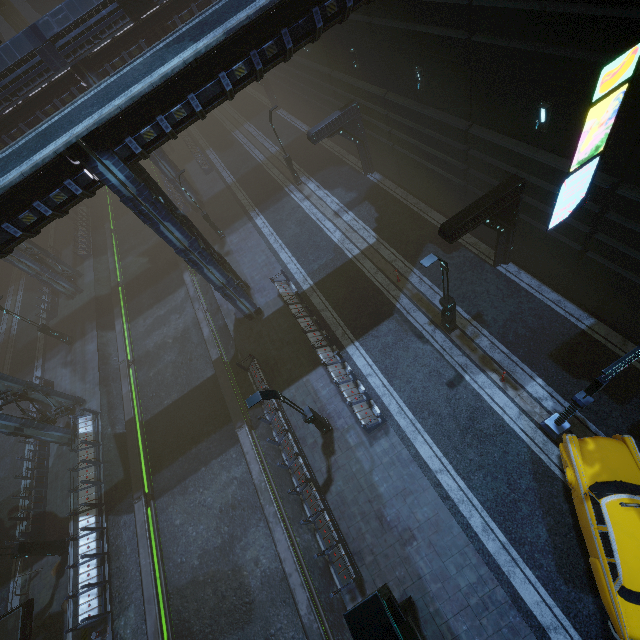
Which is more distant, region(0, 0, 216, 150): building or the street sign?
region(0, 0, 216, 150): building

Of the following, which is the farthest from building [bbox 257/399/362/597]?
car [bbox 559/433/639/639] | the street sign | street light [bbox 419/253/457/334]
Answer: car [bbox 559/433/639/639]

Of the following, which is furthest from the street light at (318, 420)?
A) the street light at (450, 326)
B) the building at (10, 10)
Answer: the street light at (450, 326)

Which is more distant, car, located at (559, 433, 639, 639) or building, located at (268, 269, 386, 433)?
building, located at (268, 269, 386, 433)

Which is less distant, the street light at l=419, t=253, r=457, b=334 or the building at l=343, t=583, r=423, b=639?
the building at l=343, t=583, r=423, b=639

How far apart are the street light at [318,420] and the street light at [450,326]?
6.7m

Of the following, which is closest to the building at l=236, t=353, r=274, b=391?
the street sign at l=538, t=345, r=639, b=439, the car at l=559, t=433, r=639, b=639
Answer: the street sign at l=538, t=345, r=639, b=439

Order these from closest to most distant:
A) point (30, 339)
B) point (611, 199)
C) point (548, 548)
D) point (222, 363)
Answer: point (611, 199)
point (548, 548)
point (222, 363)
point (30, 339)
